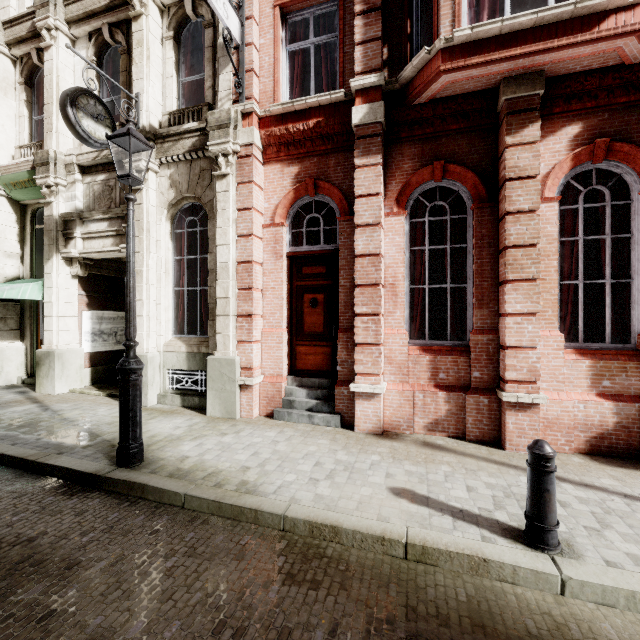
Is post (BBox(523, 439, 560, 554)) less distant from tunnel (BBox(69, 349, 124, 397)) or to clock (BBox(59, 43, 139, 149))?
tunnel (BBox(69, 349, 124, 397))

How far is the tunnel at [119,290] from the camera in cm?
859

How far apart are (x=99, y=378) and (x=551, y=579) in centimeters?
1064cm

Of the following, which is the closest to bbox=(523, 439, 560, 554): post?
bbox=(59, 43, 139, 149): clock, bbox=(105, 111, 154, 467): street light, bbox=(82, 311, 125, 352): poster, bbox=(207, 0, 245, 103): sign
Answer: bbox=(105, 111, 154, 467): street light

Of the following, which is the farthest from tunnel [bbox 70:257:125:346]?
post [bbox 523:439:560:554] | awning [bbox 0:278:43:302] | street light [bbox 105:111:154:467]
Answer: post [bbox 523:439:560:554]

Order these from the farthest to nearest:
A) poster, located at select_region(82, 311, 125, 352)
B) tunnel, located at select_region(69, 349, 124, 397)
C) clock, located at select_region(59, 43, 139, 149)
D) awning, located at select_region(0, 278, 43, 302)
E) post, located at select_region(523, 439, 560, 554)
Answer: poster, located at select_region(82, 311, 125, 352) < tunnel, located at select_region(69, 349, 124, 397) < awning, located at select_region(0, 278, 43, 302) < clock, located at select_region(59, 43, 139, 149) < post, located at select_region(523, 439, 560, 554)

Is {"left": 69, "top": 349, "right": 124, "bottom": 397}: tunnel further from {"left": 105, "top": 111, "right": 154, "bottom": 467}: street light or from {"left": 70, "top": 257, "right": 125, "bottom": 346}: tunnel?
{"left": 105, "top": 111, "right": 154, "bottom": 467}: street light

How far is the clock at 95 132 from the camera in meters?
5.9 m
